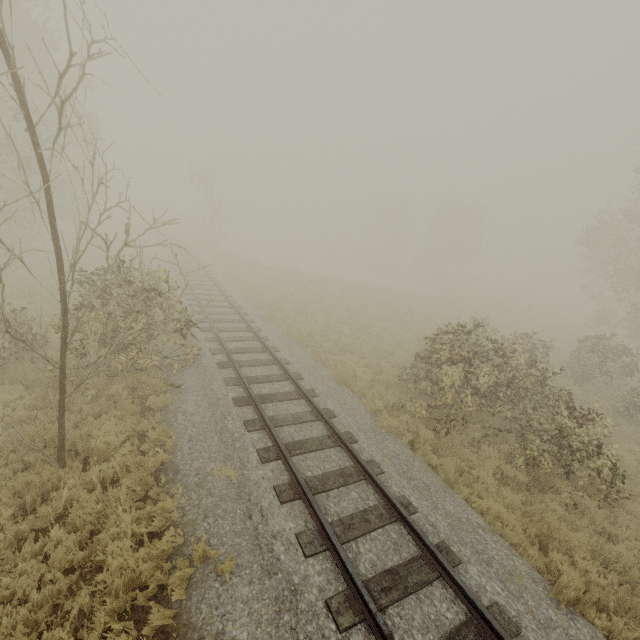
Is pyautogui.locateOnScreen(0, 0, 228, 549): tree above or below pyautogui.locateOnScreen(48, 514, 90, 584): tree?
above

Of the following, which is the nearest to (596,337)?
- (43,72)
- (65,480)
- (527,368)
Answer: (527,368)

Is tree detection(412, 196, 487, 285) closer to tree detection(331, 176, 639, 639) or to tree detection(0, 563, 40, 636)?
tree detection(331, 176, 639, 639)

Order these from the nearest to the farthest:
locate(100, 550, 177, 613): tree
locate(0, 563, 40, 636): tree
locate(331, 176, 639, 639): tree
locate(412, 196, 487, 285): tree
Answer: locate(0, 563, 40, 636): tree, locate(100, 550, 177, 613): tree, locate(331, 176, 639, 639): tree, locate(412, 196, 487, 285): tree

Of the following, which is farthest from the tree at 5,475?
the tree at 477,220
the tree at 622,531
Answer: the tree at 477,220

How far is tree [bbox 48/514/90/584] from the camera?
4.7m

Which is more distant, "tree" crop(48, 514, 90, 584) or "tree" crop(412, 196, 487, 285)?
"tree" crop(412, 196, 487, 285)
